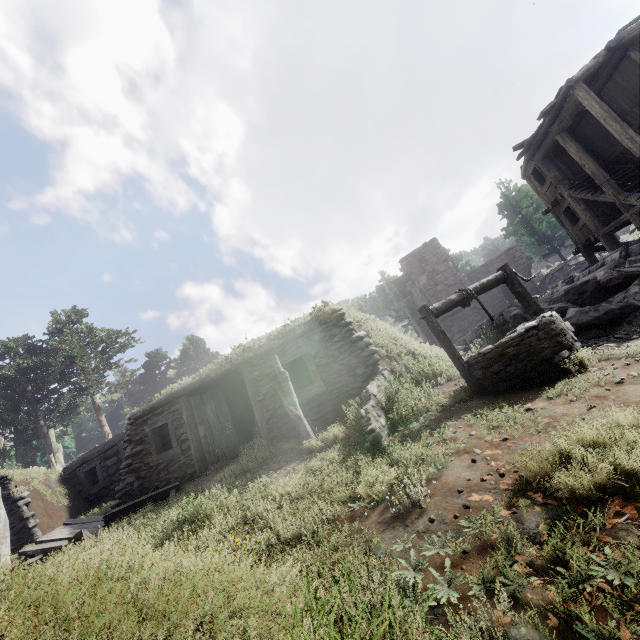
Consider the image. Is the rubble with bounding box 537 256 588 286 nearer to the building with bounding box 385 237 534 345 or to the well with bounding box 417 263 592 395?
the building with bounding box 385 237 534 345

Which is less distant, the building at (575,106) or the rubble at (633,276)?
the rubble at (633,276)

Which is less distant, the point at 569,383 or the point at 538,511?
the point at 538,511

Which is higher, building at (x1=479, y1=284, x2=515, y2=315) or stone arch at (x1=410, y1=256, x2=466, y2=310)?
stone arch at (x1=410, y1=256, x2=466, y2=310)

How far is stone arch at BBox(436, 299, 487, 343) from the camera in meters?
22.4 m

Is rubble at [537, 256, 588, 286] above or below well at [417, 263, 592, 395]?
above

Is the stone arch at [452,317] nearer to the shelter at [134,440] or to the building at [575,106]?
the building at [575,106]
